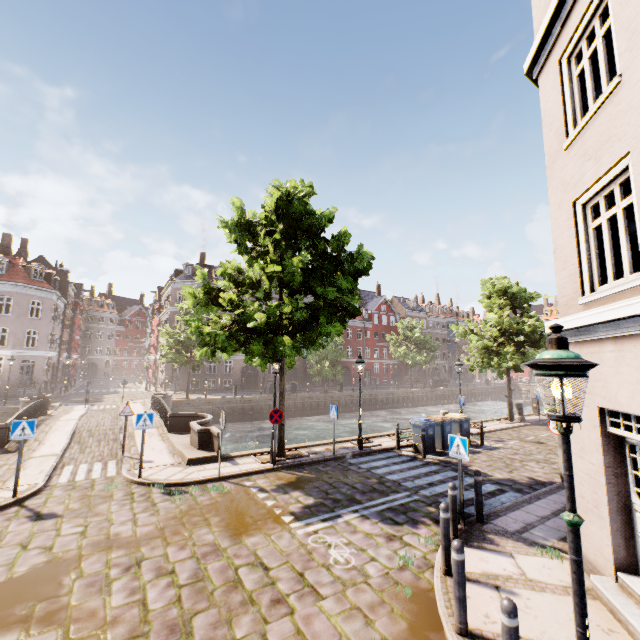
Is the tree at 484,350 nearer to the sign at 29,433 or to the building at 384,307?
the building at 384,307

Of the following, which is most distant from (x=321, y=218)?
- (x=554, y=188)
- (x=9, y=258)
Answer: (x=9, y=258)

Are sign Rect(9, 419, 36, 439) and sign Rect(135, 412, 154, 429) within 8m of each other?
yes

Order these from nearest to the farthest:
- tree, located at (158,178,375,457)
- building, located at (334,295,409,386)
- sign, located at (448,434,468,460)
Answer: sign, located at (448,434,468,460) < tree, located at (158,178,375,457) < building, located at (334,295,409,386)

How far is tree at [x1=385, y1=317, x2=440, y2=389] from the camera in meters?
45.2 m

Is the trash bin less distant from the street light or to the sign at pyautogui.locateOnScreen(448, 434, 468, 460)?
the sign at pyautogui.locateOnScreen(448, 434, 468, 460)

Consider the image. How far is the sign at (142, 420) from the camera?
9.9m
